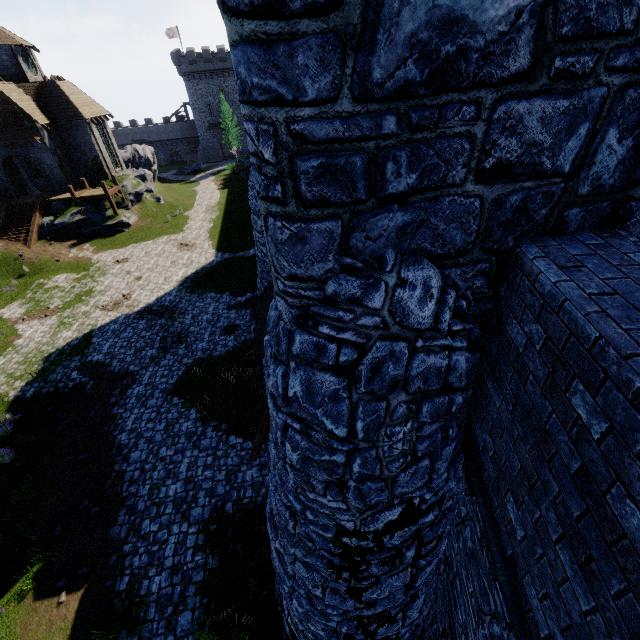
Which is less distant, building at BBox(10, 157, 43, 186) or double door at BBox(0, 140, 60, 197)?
double door at BBox(0, 140, 60, 197)

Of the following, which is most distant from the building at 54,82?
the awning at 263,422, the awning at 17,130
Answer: the awning at 263,422

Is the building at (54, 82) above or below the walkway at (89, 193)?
above

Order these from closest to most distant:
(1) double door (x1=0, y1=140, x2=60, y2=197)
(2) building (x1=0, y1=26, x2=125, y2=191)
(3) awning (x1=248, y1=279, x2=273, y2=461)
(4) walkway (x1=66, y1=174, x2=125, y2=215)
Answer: (3) awning (x1=248, y1=279, x2=273, y2=461) < (2) building (x1=0, y1=26, x2=125, y2=191) < (1) double door (x1=0, y1=140, x2=60, y2=197) < (4) walkway (x1=66, y1=174, x2=125, y2=215)

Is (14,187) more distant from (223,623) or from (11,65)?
(223,623)

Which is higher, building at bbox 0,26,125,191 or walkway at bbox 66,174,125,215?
building at bbox 0,26,125,191

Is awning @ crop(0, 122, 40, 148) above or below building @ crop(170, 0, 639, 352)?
below

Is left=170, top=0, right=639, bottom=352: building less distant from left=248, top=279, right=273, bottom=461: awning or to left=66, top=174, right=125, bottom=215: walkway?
left=248, top=279, right=273, bottom=461: awning
